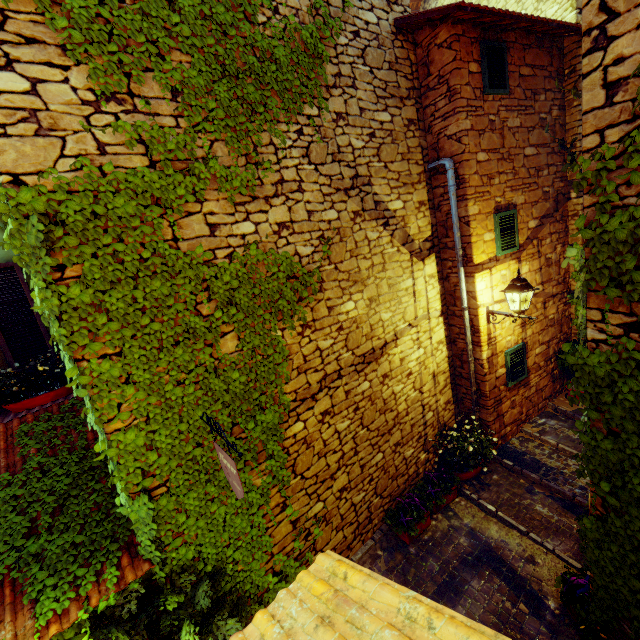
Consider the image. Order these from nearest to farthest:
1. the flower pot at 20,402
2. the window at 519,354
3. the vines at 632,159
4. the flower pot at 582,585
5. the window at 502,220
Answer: the vines at 632,159
the flower pot at 582,585
the flower pot at 20,402
the window at 502,220
the window at 519,354

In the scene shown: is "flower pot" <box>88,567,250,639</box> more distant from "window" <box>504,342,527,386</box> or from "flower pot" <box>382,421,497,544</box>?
"window" <box>504,342,527,386</box>

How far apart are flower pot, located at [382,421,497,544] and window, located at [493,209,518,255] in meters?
3.6

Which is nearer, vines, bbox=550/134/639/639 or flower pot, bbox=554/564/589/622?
vines, bbox=550/134/639/639

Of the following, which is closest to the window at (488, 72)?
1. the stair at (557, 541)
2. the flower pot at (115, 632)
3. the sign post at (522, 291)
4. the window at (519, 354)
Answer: the sign post at (522, 291)

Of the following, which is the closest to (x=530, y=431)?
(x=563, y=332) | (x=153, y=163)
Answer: (x=563, y=332)

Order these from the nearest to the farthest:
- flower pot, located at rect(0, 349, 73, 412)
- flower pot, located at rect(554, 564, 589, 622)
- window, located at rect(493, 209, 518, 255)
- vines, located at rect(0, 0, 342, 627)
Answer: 1. vines, located at rect(0, 0, 342, 627)
2. flower pot, located at rect(554, 564, 589, 622)
3. flower pot, located at rect(0, 349, 73, 412)
4. window, located at rect(493, 209, 518, 255)

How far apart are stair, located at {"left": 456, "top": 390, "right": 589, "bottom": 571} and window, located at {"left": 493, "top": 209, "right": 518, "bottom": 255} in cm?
349
